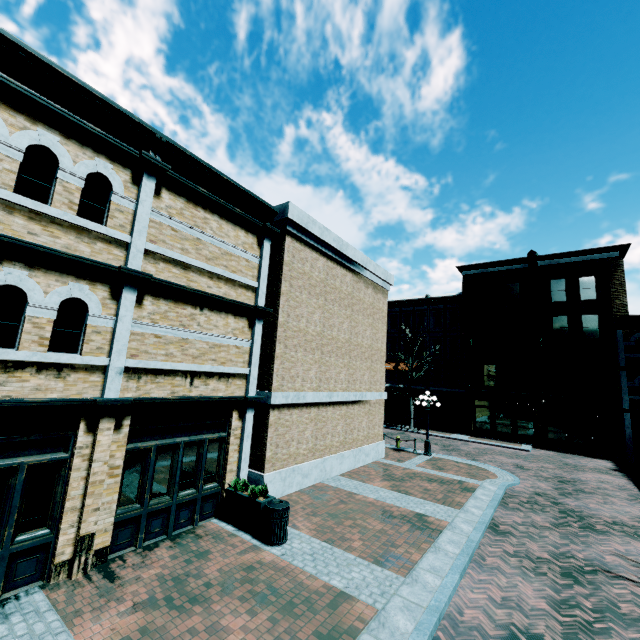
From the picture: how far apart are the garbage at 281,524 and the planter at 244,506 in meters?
0.0

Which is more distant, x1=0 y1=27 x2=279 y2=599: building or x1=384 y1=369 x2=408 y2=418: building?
x1=384 y1=369 x2=408 y2=418: building

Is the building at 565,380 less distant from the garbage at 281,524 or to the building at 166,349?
the building at 166,349

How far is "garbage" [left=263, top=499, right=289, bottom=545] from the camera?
7.8m

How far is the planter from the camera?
8.2m

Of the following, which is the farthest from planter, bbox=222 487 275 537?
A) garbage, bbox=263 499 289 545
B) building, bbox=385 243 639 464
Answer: building, bbox=385 243 639 464

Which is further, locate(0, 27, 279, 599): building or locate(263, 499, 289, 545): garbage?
locate(263, 499, 289, 545): garbage

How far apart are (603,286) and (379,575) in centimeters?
2736cm
